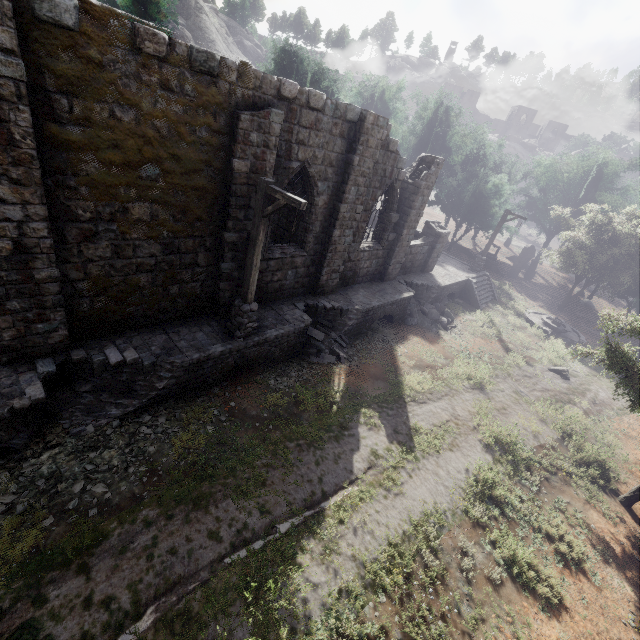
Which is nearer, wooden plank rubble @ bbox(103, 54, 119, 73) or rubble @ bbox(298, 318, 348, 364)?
wooden plank rubble @ bbox(103, 54, 119, 73)

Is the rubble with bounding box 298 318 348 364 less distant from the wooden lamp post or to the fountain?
the wooden lamp post

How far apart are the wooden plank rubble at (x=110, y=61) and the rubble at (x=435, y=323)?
15.2 meters

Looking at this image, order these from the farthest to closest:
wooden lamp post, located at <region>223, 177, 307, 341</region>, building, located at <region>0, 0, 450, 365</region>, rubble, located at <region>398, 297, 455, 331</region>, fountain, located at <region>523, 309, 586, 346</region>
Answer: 1. fountain, located at <region>523, 309, 586, 346</region>
2. rubble, located at <region>398, 297, 455, 331</region>
3. wooden lamp post, located at <region>223, 177, 307, 341</region>
4. building, located at <region>0, 0, 450, 365</region>

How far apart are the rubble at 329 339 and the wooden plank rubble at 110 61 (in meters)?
9.06

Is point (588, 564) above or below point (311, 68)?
below

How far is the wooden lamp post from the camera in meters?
7.8 m

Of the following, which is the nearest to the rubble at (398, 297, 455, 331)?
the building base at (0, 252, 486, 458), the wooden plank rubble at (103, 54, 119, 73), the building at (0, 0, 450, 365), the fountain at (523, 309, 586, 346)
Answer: the building base at (0, 252, 486, 458)
